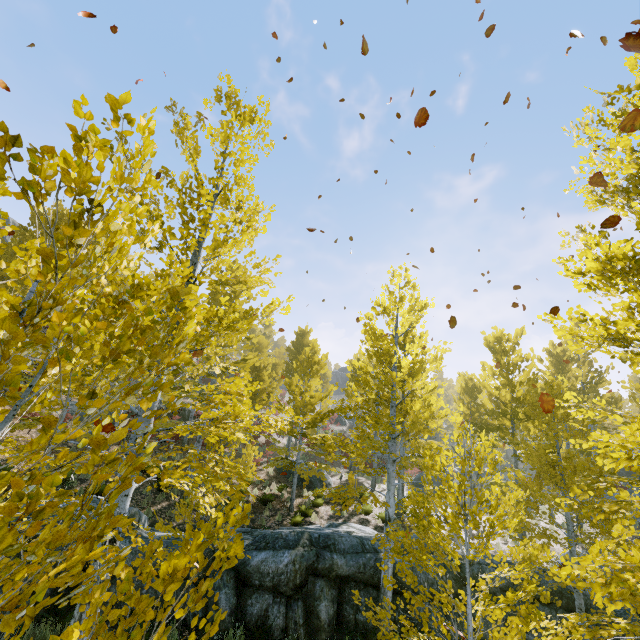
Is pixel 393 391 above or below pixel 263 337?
below

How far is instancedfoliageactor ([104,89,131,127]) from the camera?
1.3m

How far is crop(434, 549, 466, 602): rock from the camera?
8.4m

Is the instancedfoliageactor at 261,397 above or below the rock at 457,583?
above

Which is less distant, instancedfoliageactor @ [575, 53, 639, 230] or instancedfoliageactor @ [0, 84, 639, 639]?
instancedfoliageactor @ [0, 84, 639, 639]

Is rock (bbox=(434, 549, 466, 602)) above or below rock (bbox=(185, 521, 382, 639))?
above
